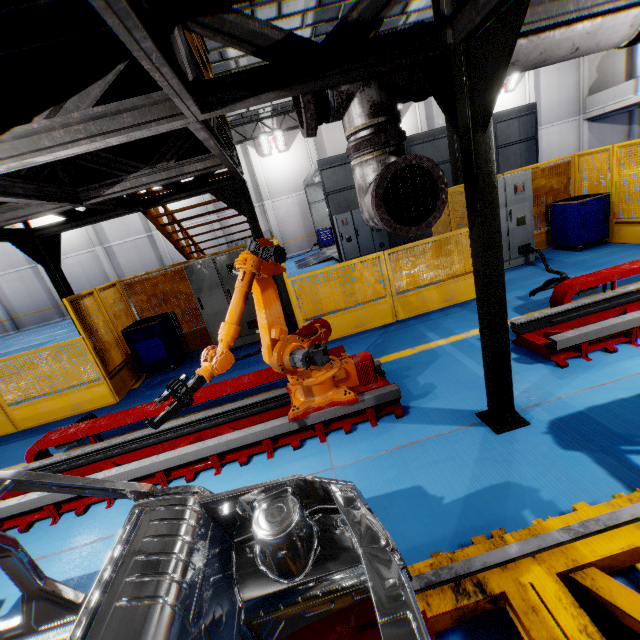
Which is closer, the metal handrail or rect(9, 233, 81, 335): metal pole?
the metal handrail

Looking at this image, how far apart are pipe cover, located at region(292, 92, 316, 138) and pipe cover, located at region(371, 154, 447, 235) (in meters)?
0.72

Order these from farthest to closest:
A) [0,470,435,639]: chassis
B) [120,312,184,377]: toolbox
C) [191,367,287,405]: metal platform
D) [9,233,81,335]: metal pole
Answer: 1. [120,312,184,377]: toolbox
2. [9,233,81,335]: metal pole
3. [191,367,287,405]: metal platform
4. [0,470,435,639]: chassis

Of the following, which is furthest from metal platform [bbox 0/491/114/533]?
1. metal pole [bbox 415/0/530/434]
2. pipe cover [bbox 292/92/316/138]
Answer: pipe cover [bbox 292/92/316/138]

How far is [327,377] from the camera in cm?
369

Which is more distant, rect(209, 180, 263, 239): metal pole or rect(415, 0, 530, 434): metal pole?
rect(209, 180, 263, 239): metal pole

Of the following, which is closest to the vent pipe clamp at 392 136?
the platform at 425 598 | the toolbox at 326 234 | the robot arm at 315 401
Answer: the robot arm at 315 401

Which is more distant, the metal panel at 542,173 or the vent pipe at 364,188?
the metal panel at 542,173
